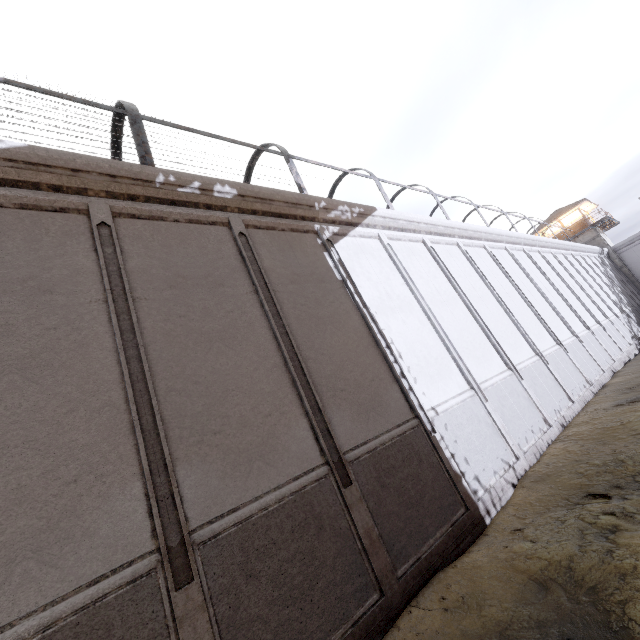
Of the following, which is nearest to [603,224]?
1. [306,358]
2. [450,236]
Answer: [450,236]

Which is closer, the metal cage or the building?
the metal cage

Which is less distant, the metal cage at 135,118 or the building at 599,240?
the metal cage at 135,118
